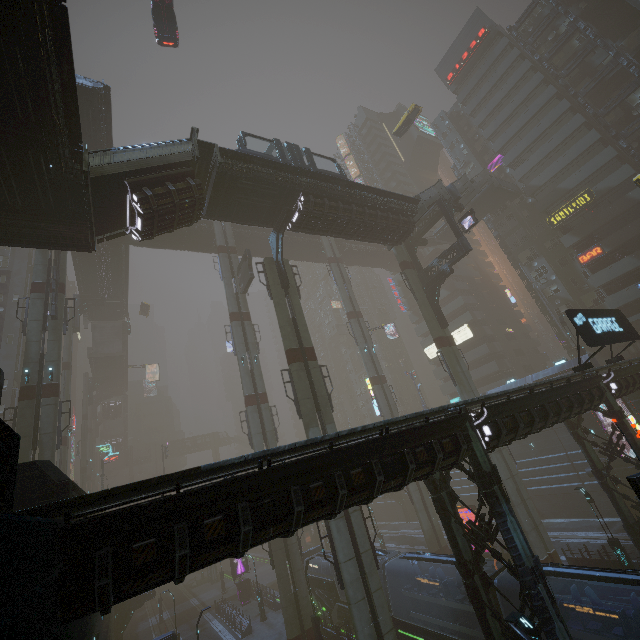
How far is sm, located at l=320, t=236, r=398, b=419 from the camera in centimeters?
3741cm

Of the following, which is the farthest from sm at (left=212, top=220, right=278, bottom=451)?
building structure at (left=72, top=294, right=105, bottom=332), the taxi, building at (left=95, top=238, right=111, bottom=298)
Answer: the taxi

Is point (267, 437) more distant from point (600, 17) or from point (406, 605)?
point (600, 17)

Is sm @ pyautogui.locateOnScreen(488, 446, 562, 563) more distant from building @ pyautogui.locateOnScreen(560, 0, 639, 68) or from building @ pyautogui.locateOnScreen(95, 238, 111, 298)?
building @ pyautogui.locateOnScreen(95, 238, 111, 298)

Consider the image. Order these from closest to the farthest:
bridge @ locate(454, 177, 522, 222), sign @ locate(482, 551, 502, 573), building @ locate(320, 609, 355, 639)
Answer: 1. building @ locate(320, 609, 355, 639)
2. sign @ locate(482, 551, 502, 573)
3. bridge @ locate(454, 177, 522, 222)

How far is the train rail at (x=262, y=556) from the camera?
41.4 meters

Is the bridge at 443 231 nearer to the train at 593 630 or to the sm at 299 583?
the sm at 299 583

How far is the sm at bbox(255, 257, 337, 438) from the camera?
20.70m
